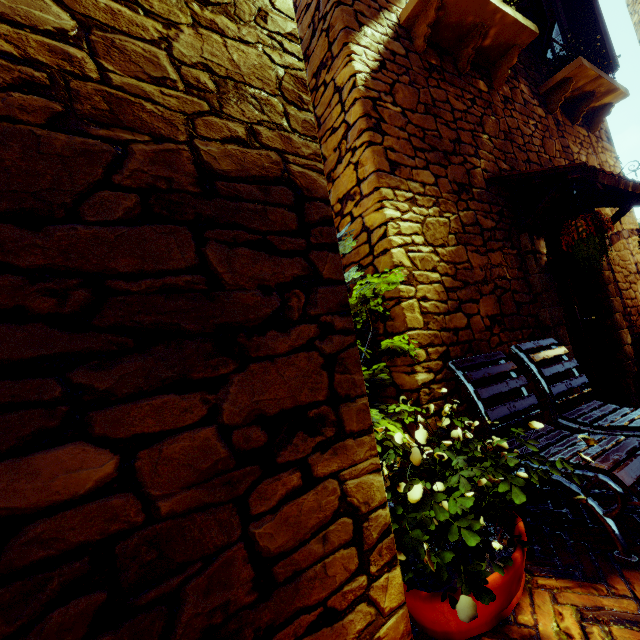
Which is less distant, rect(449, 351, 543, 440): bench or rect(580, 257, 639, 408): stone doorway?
rect(449, 351, 543, 440): bench

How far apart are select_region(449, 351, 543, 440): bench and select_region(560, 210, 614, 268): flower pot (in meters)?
0.76

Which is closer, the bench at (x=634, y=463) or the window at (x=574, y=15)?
the bench at (x=634, y=463)

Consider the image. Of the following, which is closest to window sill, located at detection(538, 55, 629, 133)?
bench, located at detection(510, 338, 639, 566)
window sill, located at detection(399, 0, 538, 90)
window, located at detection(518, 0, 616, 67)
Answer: window, located at detection(518, 0, 616, 67)

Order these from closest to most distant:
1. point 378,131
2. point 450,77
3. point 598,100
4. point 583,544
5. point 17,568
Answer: point 17,568
point 583,544
point 378,131
point 450,77
point 598,100

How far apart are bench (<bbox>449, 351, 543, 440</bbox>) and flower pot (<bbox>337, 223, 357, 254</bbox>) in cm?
36

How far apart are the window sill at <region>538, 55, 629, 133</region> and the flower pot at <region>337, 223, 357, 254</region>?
4.2 meters

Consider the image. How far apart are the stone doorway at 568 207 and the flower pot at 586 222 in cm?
33
